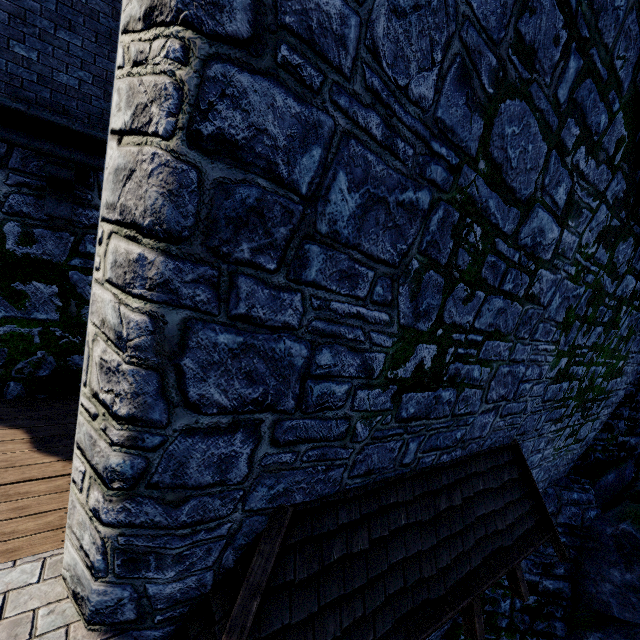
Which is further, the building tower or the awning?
the awning

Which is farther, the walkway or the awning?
the walkway

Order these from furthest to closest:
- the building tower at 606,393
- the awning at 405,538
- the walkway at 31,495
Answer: the walkway at 31,495
the awning at 405,538
the building tower at 606,393

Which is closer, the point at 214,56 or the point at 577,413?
the point at 214,56

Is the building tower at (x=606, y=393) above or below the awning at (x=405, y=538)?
above

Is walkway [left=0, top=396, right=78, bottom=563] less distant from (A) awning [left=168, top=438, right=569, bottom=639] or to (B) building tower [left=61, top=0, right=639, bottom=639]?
(B) building tower [left=61, top=0, right=639, bottom=639]

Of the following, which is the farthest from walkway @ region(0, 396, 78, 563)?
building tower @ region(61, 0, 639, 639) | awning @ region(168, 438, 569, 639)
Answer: awning @ region(168, 438, 569, 639)

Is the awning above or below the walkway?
above
